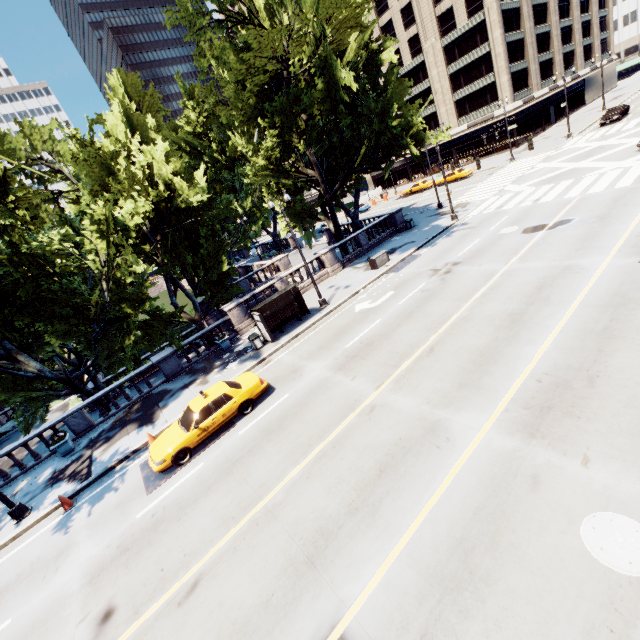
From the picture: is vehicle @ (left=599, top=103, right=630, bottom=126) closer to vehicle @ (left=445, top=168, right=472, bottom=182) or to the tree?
vehicle @ (left=445, top=168, right=472, bottom=182)

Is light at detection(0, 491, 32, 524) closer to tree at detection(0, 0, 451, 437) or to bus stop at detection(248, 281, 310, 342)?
tree at detection(0, 0, 451, 437)

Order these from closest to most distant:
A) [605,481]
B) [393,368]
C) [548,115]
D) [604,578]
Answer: [604,578] → [605,481] → [393,368] → [548,115]

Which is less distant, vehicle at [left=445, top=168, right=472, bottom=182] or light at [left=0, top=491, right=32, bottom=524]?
light at [left=0, top=491, right=32, bottom=524]

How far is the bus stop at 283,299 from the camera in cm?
1867

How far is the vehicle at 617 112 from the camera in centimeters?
3712cm

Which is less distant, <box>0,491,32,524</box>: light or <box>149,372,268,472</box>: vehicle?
<box>149,372,268,472</box>: vehicle

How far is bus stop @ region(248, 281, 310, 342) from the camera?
18.7m
